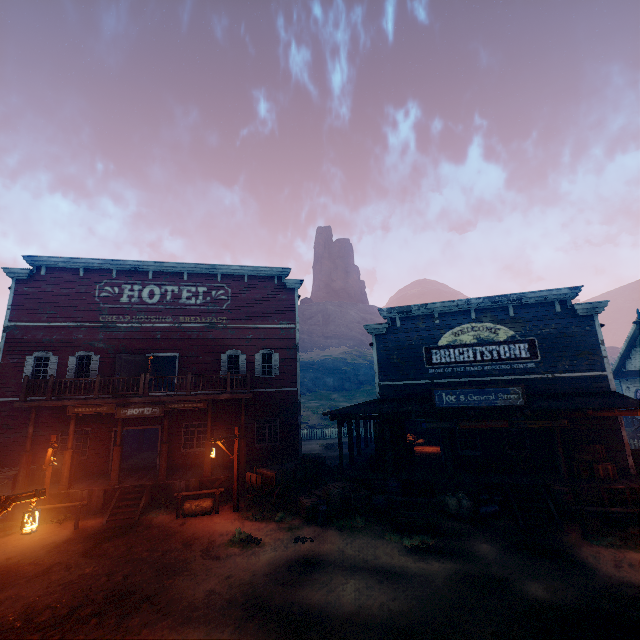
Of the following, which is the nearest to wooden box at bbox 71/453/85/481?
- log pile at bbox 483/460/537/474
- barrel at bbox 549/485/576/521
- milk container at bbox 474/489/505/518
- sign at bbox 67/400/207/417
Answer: sign at bbox 67/400/207/417

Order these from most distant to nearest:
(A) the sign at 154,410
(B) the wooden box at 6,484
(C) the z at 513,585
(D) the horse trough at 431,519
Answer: (A) the sign at 154,410 < (B) the wooden box at 6,484 < (D) the horse trough at 431,519 < (C) the z at 513,585

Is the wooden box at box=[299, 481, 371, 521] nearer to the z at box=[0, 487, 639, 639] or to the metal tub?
the z at box=[0, 487, 639, 639]

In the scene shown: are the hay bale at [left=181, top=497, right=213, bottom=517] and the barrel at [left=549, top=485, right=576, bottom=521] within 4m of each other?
no

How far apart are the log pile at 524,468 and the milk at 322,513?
7.2 meters

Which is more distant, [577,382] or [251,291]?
[251,291]

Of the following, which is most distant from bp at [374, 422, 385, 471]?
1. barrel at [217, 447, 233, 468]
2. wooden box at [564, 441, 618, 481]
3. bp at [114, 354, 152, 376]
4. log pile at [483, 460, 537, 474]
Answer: bp at [114, 354, 152, 376]

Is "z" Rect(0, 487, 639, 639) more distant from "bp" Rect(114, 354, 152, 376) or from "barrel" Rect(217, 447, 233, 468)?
"bp" Rect(114, 354, 152, 376)
